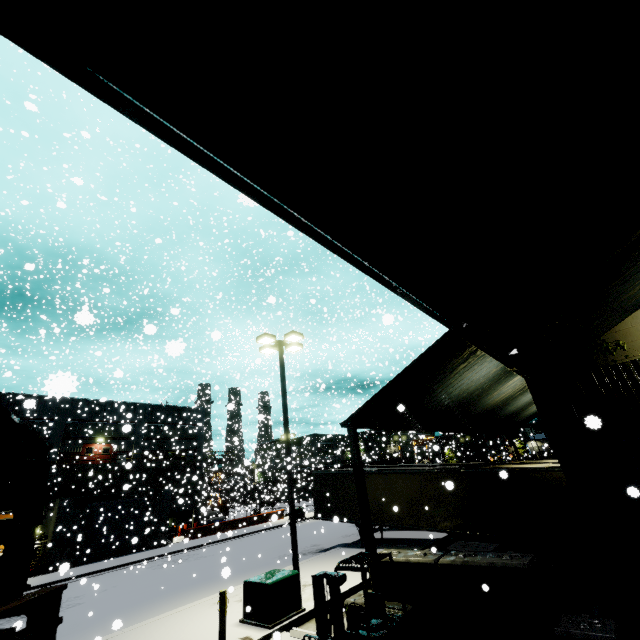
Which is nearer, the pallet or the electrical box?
the pallet

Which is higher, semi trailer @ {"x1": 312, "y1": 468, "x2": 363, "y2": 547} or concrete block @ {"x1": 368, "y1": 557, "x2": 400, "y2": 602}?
semi trailer @ {"x1": 312, "y1": 468, "x2": 363, "y2": 547}

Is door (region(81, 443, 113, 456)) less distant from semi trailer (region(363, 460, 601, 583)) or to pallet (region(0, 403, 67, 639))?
semi trailer (region(363, 460, 601, 583))

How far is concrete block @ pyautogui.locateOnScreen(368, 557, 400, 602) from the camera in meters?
7.9 m

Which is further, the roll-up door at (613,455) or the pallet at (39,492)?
the roll-up door at (613,455)

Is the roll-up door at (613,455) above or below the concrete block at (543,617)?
above

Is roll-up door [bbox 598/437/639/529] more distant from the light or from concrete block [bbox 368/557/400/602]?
the light

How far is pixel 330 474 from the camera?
20.77m
